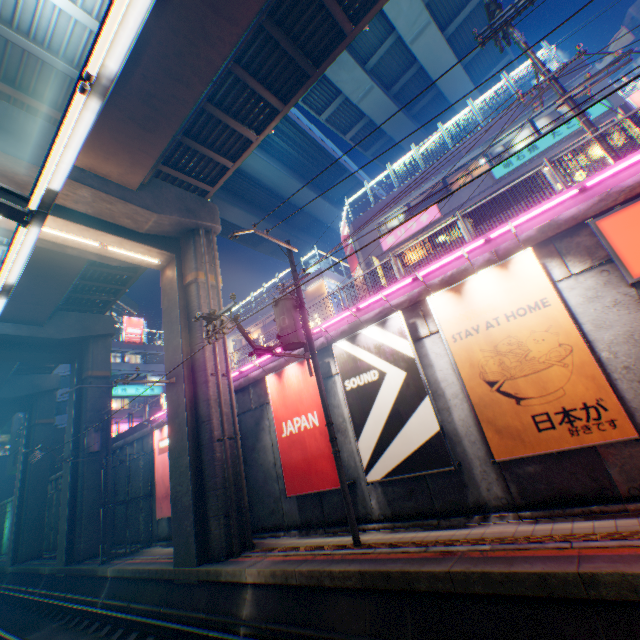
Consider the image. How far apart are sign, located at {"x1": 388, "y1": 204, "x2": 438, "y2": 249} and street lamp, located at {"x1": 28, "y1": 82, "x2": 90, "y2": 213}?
21.1m

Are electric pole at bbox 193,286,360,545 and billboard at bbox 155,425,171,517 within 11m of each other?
yes

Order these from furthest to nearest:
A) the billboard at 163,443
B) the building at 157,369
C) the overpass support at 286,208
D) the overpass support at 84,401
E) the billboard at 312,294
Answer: the building at 157,369, the overpass support at 286,208, the billboard at 312,294, the overpass support at 84,401, the billboard at 163,443

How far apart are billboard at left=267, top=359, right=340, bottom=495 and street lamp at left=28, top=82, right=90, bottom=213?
8.3 meters

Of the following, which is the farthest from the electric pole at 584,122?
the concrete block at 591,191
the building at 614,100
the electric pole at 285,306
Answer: the electric pole at 285,306

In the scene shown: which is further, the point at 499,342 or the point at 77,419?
the point at 77,419

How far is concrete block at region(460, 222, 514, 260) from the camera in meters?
8.9 m

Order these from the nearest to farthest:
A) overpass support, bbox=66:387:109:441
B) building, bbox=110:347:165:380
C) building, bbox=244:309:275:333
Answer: overpass support, bbox=66:387:109:441 < building, bbox=244:309:275:333 < building, bbox=110:347:165:380
